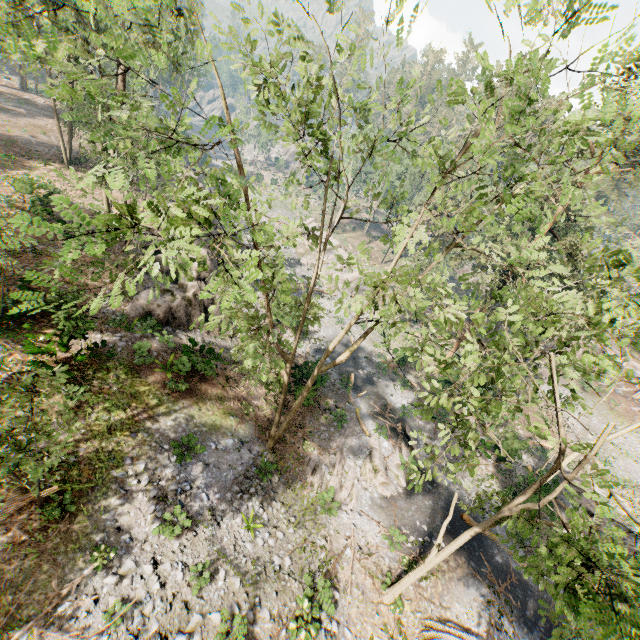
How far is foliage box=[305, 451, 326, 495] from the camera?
17.5m

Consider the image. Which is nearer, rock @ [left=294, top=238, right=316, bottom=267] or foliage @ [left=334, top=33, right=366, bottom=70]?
foliage @ [left=334, top=33, right=366, bottom=70]

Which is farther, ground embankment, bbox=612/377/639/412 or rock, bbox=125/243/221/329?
ground embankment, bbox=612/377/639/412

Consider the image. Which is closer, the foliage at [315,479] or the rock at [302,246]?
the foliage at [315,479]

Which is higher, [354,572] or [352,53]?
[352,53]

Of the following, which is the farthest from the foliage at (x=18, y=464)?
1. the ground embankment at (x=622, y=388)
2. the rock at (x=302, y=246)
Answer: the rock at (x=302, y=246)

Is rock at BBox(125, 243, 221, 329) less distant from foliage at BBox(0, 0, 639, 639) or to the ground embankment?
foliage at BBox(0, 0, 639, 639)
